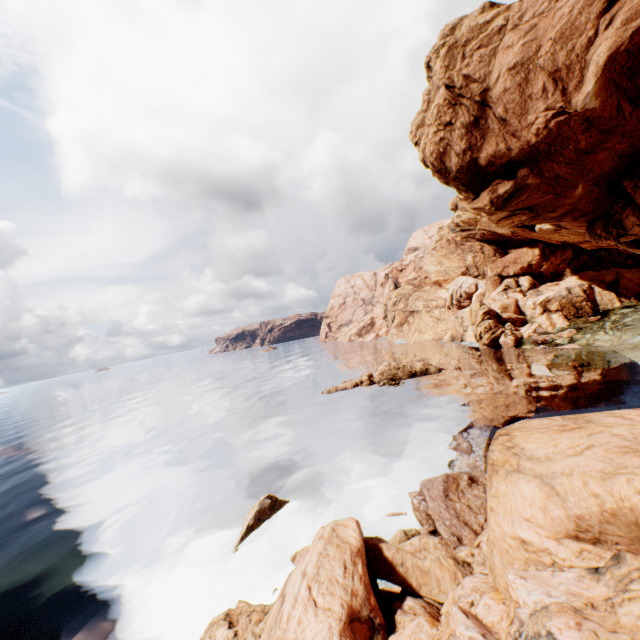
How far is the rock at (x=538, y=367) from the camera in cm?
3391

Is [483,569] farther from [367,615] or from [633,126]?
[633,126]

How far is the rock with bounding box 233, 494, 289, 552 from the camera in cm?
1710

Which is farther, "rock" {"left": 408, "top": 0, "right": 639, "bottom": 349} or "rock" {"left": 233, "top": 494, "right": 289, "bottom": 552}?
"rock" {"left": 408, "top": 0, "right": 639, "bottom": 349}

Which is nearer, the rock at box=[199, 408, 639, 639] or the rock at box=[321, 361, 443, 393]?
the rock at box=[199, 408, 639, 639]

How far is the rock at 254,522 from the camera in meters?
17.1 m

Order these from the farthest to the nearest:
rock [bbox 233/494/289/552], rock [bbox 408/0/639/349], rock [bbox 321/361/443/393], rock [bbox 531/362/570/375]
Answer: rock [bbox 321/361/443/393] → rock [bbox 531/362/570/375] → rock [bbox 408/0/639/349] → rock [bbox 233/494/289/552]
